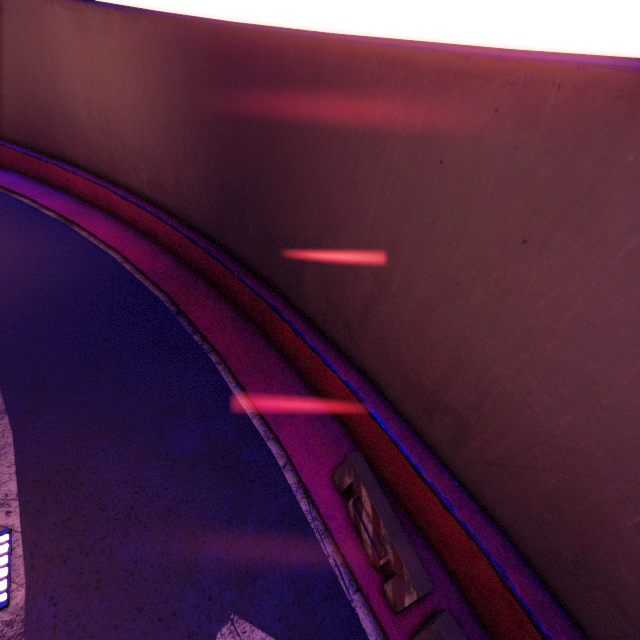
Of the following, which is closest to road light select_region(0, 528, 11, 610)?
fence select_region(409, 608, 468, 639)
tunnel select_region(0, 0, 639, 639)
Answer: tunnel select_region(0, 0, 639, 639)

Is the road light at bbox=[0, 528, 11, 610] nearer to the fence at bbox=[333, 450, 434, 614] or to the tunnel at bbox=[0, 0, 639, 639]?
the tunnel at bbox=[0, 0, 639, 639]

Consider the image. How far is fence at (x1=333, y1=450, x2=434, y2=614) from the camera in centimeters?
523cm

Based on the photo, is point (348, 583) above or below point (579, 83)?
below

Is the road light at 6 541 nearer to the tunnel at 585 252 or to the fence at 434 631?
the tunnel at 585 252

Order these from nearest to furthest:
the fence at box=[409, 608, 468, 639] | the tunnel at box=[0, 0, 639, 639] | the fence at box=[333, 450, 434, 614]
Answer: the tunnel at box=[0, 0, 639, 639], the fence at box=[409, 608, 468, 639], the fence at box=[333, 450, 434, 614]

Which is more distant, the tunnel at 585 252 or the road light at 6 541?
the road light at 6 541

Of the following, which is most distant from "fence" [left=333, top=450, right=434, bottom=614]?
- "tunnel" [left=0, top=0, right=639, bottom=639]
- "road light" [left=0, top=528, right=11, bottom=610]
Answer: "road light" [left=0, top=528, right=11, bottom=610]
